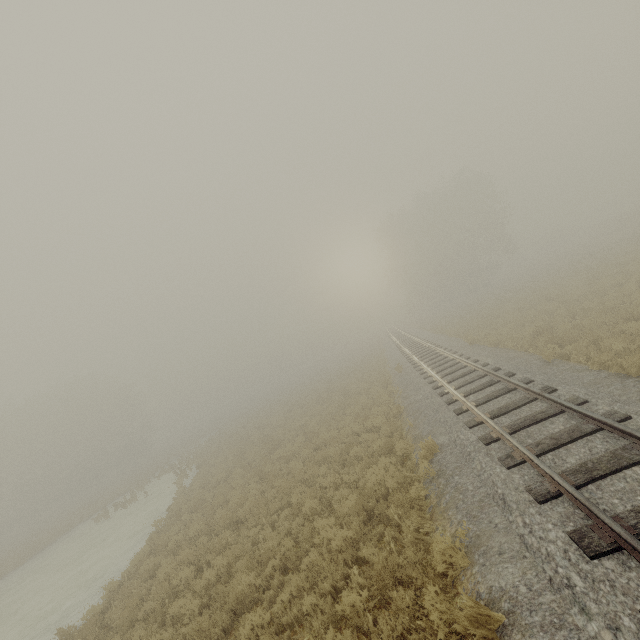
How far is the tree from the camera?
42.94m

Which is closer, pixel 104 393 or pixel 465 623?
pixel 465 623

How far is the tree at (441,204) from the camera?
42.9m
